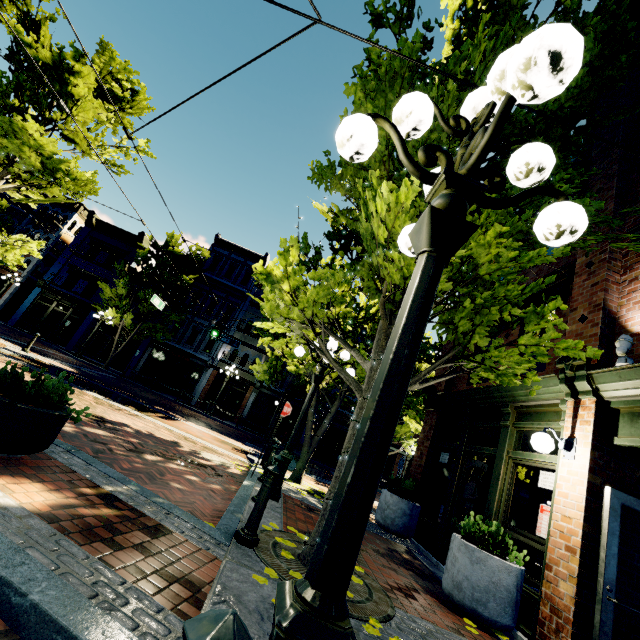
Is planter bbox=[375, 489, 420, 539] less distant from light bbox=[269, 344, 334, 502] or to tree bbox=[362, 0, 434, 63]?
tree bbox=[362, 0, 434, 63]

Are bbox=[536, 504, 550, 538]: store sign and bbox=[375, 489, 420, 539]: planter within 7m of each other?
yes

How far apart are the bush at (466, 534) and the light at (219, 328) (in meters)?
14.90

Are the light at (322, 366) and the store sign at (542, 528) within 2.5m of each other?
no

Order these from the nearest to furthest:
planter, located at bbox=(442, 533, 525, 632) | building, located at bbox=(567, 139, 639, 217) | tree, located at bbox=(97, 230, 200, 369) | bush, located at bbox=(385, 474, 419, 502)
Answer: planter, located at bbox=(442, 533, 525, 632) → building, located at bbox=(567, 139, 639, 217) → bush, located at bbox=(385, 474, 419, 502) → tree, located at bbox=(97, 230, 200, 369)

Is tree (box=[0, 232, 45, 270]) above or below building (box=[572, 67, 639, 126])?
below

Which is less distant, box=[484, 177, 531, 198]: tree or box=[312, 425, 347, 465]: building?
box=[484, 177, 531, 198]: tree

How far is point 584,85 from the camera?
5.1m
